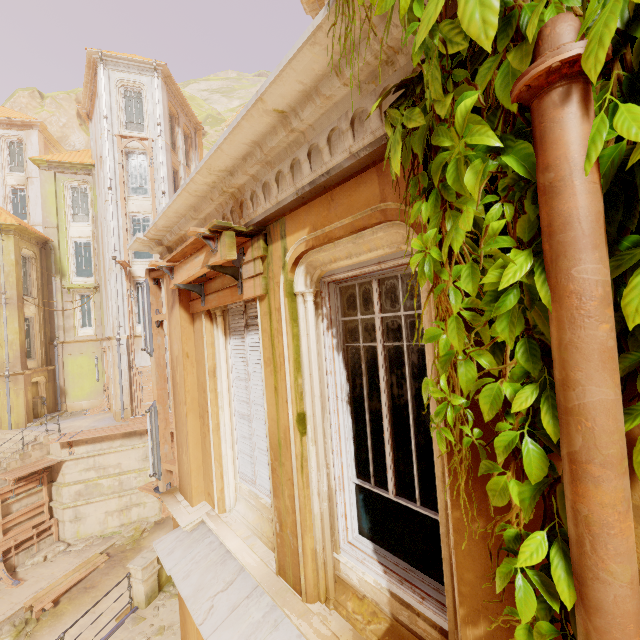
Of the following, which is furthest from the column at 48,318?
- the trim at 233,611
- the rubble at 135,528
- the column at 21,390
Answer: the trim at 233,611

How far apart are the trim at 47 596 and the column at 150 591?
5.9 meters

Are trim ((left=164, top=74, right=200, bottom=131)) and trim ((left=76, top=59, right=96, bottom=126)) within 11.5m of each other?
yes

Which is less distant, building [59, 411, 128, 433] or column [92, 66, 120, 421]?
building [59, 411, 128, 433]

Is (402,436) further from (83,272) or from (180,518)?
(83,272)

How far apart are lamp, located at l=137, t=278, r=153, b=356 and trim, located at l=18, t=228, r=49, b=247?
19.21m

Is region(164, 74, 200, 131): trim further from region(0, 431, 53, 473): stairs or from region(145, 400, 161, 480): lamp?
region(145, 400, 161, 480): lamp

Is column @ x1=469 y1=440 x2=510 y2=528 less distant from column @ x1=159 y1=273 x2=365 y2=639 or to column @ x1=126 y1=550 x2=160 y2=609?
column @ x1=159 y1=273 x2=365 y2=639
